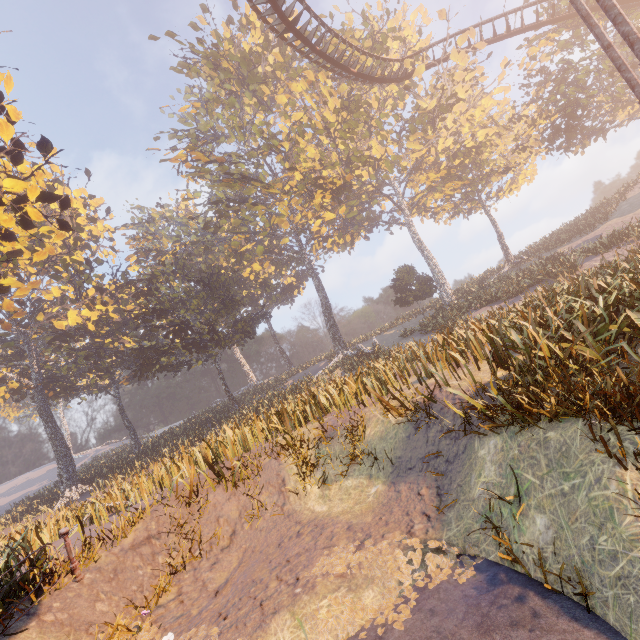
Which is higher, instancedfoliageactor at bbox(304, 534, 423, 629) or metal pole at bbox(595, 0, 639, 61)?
metal pole at bbox(595, 0, 639, 61)

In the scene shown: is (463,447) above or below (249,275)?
below

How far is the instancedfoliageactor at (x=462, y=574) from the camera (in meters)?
4.18

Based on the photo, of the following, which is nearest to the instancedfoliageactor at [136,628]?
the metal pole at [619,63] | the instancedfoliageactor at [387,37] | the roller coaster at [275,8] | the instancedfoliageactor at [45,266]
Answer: the metal pole at [619,63]

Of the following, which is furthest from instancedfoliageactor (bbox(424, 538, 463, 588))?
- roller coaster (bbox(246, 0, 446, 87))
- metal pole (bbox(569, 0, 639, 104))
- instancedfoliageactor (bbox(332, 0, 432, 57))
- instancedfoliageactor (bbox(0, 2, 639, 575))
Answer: instancedfoliageactor (bbox(332, 0, 432, 57))

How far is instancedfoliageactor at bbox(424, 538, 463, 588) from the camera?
4.38m

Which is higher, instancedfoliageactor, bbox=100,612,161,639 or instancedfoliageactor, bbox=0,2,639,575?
instancedfoliageactor, bbox=0,2,639,575
